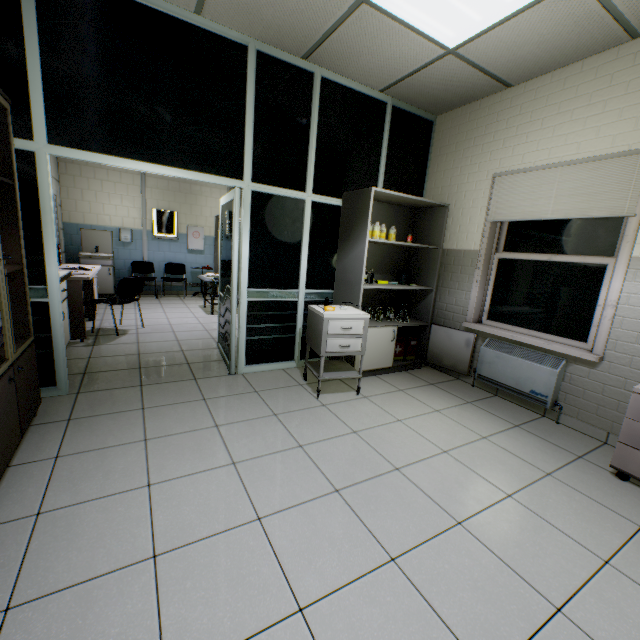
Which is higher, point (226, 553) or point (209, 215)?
point (209, 215)

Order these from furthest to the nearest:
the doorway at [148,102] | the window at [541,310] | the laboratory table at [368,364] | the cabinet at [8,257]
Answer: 1. the laboratory table at [368,364]
2. the window at [541,310]
3. the doorway at [148,102]
4. the cabinet at [8,257]

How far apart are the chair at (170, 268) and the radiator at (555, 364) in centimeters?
680cm

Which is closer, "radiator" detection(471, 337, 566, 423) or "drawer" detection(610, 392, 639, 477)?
"drawer" detection(610, 392, 639, 477)

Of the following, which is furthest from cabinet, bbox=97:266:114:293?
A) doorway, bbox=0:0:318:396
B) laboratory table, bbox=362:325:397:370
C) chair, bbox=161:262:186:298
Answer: laboratory table, bbox=362:325:397:370

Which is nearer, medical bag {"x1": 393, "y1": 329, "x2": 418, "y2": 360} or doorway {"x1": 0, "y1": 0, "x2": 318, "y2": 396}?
doorway {"x1": 0, "y1": 0, "x2": 318, "y2": 396}

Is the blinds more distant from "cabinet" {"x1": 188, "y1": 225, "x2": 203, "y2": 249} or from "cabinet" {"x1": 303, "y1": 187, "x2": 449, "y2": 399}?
"cabinet" {"x1": 188, "y1": 225, "x2": 203, "y2": 249}

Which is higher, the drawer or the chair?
the chair
